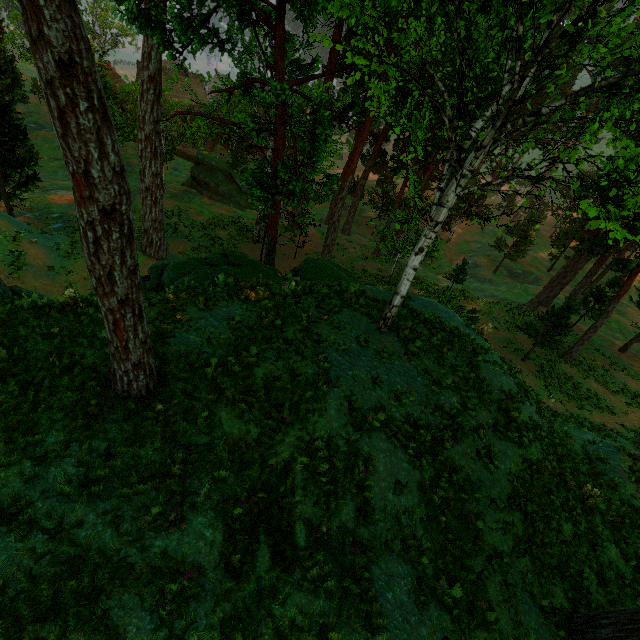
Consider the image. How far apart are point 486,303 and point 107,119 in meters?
34.2 m

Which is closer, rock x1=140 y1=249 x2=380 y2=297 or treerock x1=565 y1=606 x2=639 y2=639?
treerock x1=565 y1=606 x2=639 y2=639

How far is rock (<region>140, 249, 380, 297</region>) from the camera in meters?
12.0

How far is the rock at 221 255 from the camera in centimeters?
1199cm

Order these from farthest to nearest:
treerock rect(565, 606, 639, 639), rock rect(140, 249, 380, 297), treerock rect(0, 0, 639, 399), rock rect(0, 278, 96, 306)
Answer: rock rect(140, 249, 380, 297), rock rect(0, 278, 96, 306), treerock rect(565, 606, 639, 639), treerock rect(0, 0, 639, 399)

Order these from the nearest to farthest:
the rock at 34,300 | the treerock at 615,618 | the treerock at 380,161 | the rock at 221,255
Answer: the treerock at 380,161, the treerock at 615,618, the rock at 34,300, the rock at 221,255
